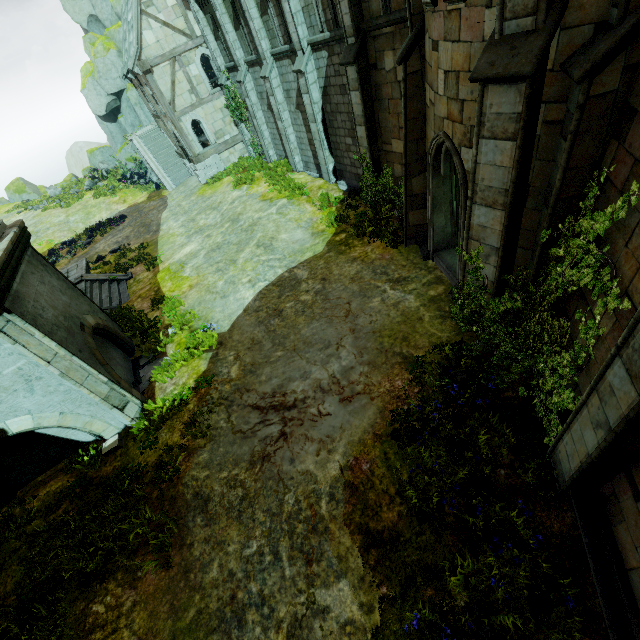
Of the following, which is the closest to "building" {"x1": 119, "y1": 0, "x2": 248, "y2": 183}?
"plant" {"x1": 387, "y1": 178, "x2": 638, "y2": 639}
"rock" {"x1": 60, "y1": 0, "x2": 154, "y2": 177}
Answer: "rock" {"x1": 60, "y1": 0, "x2": 154, "y2": 177}

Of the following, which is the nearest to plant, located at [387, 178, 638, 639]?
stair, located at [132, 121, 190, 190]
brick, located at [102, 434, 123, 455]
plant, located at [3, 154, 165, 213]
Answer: brick, located at [102, 434, 123, 455]

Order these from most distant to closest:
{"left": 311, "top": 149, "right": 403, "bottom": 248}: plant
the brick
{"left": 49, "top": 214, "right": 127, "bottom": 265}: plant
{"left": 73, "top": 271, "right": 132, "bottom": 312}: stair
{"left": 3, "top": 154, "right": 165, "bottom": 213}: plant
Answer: {"left": 3, "top": 154, "right": 165, "bottom": 213}: plant
{"left": 49, "top": 214, "right": 127, "bottom": 265}: plant
{"left": 73, "top": 271, "right": 132, "bottom": 312}: stair
{"left": 311, "top": 149, "right": 403, "bottom": 248}: plant
the brick

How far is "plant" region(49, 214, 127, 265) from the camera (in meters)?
23.34

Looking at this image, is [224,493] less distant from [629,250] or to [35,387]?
[35,387]

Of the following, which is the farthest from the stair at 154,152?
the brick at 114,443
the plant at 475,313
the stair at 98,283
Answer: the plant at 475,313

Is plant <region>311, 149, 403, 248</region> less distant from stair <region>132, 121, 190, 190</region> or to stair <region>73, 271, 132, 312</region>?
stair <region>73, 271, 132, 312</region>

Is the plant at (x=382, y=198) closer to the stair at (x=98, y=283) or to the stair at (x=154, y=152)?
the stair at (x=98, y=283)
